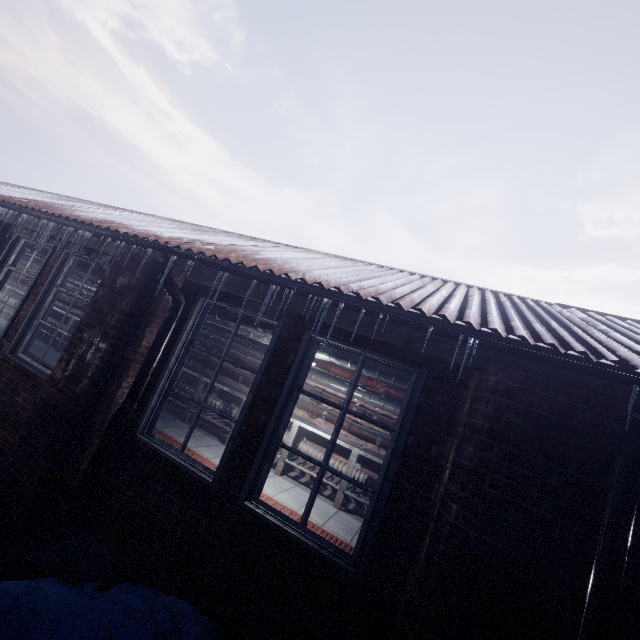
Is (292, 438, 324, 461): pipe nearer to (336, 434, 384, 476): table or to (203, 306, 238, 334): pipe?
(336, 434, 384, 476): table

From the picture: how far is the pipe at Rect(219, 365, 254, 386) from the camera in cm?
594

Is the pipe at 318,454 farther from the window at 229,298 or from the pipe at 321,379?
the window at 229,298

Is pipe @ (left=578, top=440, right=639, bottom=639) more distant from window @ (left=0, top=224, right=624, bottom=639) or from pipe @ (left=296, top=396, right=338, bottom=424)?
pipe @ (left=296, top=396, right=338, bottom=424)

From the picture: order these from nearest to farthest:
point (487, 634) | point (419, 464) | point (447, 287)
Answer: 1. point (487, 634)
2. point (419, 464)
3. point (447, 287)

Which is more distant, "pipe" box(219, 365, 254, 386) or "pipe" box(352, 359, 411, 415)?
"pipe" box(219, 365, 254, 386)

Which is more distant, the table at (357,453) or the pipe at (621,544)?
the table at (357,453)

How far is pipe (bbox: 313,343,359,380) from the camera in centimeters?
395cm
